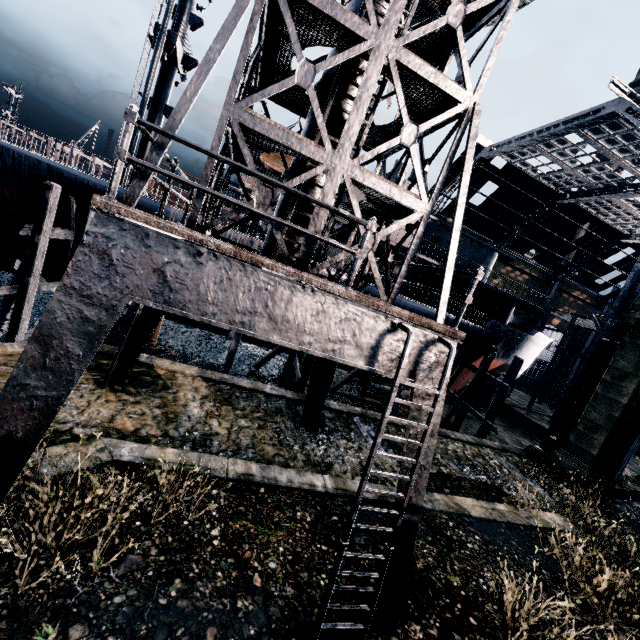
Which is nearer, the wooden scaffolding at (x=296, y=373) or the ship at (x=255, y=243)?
the wooden scaffolding at (x=296, y=373)

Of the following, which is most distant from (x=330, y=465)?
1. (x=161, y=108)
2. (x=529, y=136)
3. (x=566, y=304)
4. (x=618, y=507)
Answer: (x=566, y=304)

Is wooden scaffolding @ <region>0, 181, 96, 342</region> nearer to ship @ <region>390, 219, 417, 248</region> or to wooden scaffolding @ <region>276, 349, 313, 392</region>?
ship @ <region>390, 219, 417, 248</region>

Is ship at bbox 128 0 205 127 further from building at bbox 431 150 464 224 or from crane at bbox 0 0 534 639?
building at bbox 431 150 464 224

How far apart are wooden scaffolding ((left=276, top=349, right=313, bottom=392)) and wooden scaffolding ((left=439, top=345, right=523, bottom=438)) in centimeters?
1321cm

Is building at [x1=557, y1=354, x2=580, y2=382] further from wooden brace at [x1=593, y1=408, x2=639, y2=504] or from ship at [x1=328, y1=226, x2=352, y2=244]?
ship at [x1=328, y1=226, x2=352, y2=244]

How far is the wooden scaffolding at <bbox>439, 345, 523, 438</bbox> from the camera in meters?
21.7

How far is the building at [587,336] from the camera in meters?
Result: 53.2 m
